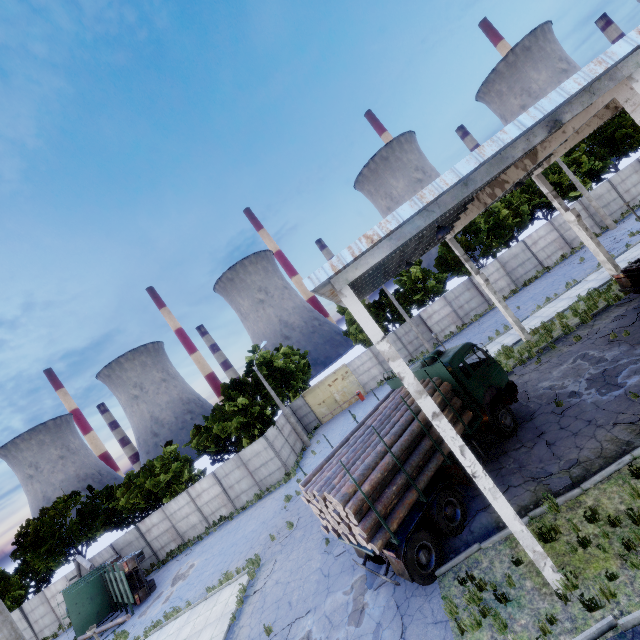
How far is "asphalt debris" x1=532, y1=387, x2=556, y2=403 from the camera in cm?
1243

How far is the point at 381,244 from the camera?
6.7m

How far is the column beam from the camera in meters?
6.6 m

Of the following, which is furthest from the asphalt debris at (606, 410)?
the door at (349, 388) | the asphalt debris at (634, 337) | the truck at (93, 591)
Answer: the truck at (93, 591)

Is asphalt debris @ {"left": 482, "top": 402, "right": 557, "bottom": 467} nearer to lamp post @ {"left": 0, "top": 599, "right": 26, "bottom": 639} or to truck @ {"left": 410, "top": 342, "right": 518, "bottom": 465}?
truck @ {"left": 410, "top": 342, "right": 518, "bottom": 465}

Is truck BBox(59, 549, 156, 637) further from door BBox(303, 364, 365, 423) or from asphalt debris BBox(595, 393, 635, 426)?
asphalt debris BBox(595, 393, 635, 426)

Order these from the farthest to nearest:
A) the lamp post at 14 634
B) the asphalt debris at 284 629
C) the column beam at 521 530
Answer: the asphalt debris at 284 629, the lamp post at 14 634, the column beam at 521 530

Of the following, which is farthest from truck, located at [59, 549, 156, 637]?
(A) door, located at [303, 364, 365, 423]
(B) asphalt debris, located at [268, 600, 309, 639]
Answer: (A) door, located at [303, 364, 365, 423]
